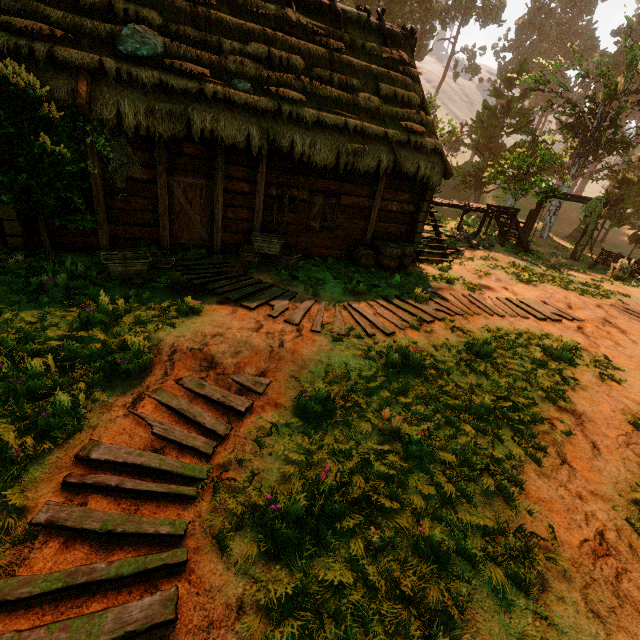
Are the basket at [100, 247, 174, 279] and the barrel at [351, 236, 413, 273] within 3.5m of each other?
no

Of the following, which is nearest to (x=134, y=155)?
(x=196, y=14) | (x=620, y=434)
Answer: (x=196, y=14)

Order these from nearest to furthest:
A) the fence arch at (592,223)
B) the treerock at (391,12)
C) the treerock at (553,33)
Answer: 1. the fence arch at (592,223)
2. the treerock at (553,33)
3. the treerock at (391,12)

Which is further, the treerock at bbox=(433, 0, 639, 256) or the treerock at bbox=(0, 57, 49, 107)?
the treerock at bbox=(433, 0, 639, 256)

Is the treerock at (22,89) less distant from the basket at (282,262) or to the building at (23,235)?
the building at (23,235)

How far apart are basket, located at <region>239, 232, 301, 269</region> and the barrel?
1.9m

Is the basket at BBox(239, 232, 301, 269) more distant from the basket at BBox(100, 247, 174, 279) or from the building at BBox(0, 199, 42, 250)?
the basket at BBox(100, 247, 174, 279)

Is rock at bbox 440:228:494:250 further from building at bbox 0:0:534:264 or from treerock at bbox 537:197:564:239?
treerock at bbox 537:197:564:239
